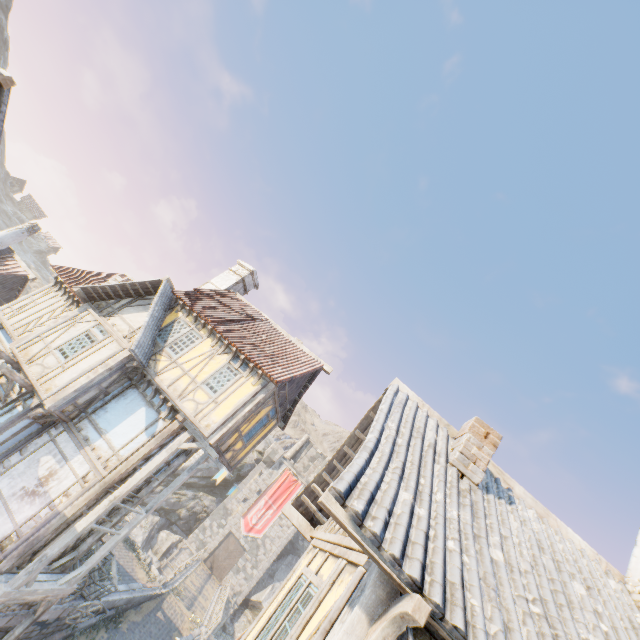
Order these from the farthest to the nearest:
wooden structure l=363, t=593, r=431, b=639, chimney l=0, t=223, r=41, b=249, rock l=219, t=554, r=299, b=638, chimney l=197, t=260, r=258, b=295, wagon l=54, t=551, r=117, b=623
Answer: rock l=219, t=554, r=299, b=638 → chimney l=0, t=223, r=41, b=249 → chimney l=197, t=260, r=258, b=295 → wagon l=54, t=551, r=117, b=623 → wooden structure l=363, t=593, r=431, b=639

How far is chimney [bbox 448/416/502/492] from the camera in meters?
5.2 m

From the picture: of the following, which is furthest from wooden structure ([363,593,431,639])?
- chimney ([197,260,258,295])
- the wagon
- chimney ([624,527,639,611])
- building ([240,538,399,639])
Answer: chimney ([197,260,258,295])

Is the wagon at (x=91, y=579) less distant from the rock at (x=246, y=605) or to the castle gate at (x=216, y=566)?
the rock at (x=246, y=605)

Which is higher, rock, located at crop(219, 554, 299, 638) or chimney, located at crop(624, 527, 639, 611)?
chimney, located at crop(624, 527, 639, 611)

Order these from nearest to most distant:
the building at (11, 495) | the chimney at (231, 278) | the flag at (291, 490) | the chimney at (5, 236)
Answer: the building at (11, 495) → the chimney at (231, 278) → the chimney at (5, 236) → the flag at (291, 490)

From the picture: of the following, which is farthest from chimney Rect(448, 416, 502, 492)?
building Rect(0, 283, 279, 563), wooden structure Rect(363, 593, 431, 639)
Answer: building Rect(0, 283, 279, 563)

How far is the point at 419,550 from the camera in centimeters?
317cm
